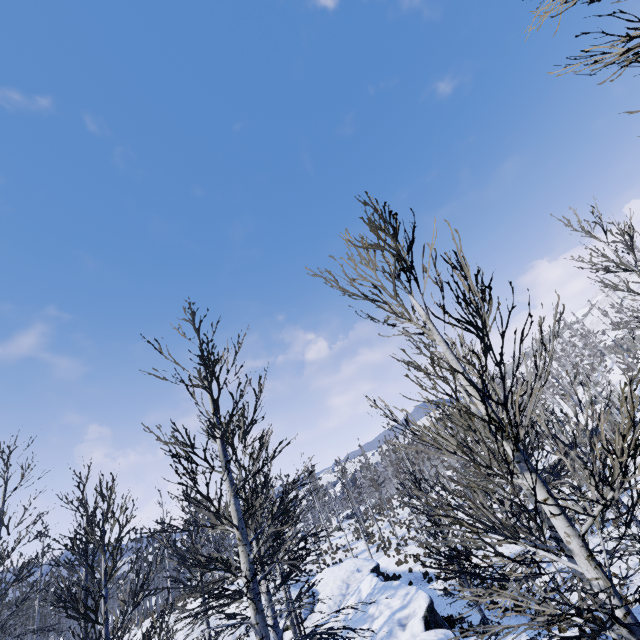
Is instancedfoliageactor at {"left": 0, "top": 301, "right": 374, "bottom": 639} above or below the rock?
above

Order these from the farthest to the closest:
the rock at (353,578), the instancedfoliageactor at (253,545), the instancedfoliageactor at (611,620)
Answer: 1. the rock at (353,578)
2. the instancedfoliageactor at (253,545)
3. the instancedfoliageactor at (611,620)

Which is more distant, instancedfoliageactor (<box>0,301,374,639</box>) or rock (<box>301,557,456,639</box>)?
rock (<box>301,557,456,639</box>)

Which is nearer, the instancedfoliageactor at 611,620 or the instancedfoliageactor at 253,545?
the instancedfoliageactor at 611,620

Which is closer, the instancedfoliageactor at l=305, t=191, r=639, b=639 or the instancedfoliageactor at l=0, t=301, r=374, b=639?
the instancedfoliageactor at l=305, t=191, r=639, b=639

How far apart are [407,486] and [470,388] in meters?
20.0

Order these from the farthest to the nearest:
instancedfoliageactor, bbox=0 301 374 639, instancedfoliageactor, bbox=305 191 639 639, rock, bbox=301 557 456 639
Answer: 1. rock, bbox=301 557 456 639
2. instancedfoliageactor, bbox=0 301 374 639
3. instancedfoliageactor, bbox=305 191 639 639
